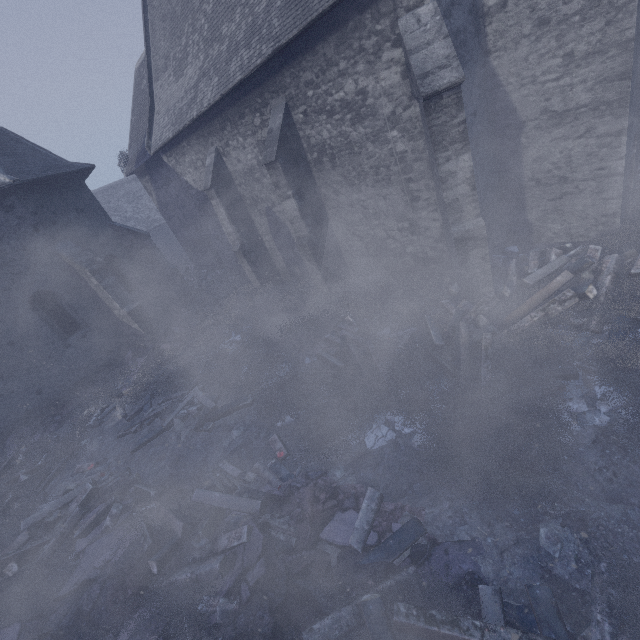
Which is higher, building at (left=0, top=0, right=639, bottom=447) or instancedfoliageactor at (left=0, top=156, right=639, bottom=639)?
building at (left=0, top=0, right=639, bottom=447)

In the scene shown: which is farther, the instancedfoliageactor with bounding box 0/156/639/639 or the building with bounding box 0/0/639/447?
the building with bounding box 0/0/639/447

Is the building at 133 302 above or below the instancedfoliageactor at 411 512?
above

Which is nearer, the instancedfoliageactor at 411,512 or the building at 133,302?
the instancedfoliageactor at 411,512

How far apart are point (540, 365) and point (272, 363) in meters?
6.3 m
